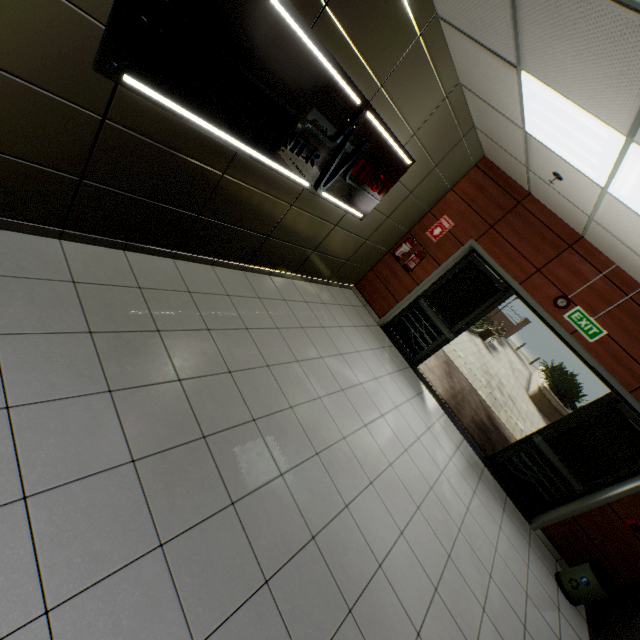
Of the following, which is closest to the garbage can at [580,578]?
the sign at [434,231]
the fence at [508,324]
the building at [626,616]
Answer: the building at [626,616]

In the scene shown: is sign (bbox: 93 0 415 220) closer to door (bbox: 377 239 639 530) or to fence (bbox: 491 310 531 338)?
door (bbox: 377 239 639 530)

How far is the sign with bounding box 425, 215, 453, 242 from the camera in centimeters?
569cm

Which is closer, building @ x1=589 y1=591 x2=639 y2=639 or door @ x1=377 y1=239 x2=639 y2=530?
building @ x1=589 y1=591 x2=639 y2=639

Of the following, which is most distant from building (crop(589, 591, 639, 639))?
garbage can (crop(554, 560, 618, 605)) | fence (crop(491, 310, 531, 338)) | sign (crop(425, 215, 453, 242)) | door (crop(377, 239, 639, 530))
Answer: fence (crop(491, 310, 531, 338))

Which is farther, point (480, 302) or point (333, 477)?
point (480, 302)

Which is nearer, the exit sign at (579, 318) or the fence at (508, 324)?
the exit sign at (579, 318)

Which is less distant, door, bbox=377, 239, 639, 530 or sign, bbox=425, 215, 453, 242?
door, bbox=377, 239, 639, 530
